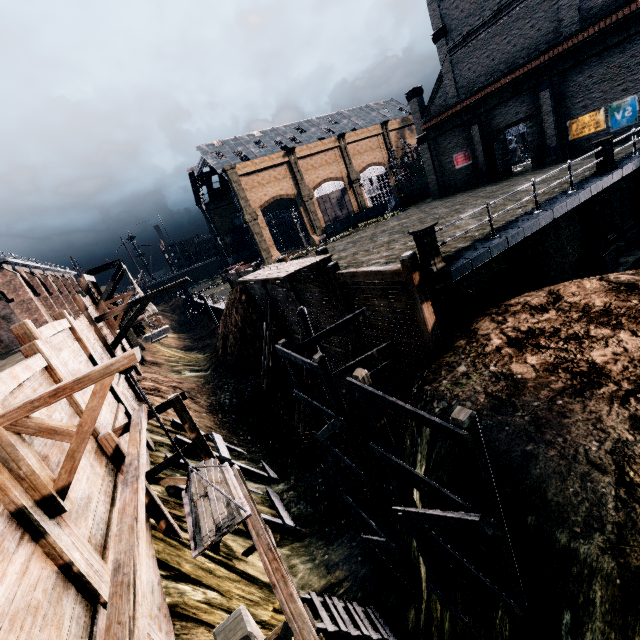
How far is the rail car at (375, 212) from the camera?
54.41m

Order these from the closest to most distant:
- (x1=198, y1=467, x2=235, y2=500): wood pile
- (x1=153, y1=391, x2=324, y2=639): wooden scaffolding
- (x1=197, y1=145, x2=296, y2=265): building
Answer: (x1=153, y1=391, x2=324, y2=639): wooden scaffolding < (x1=198, y1=467, x2=235, y2=500): wood pile < (x1=197, y1=145, x2=296, y2=265): building

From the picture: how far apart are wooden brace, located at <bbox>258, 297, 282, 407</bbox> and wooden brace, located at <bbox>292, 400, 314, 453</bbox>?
4.38m

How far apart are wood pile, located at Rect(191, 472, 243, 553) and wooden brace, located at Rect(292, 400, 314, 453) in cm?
1168

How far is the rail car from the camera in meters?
54.4

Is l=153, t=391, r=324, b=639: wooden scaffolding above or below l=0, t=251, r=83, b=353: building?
below

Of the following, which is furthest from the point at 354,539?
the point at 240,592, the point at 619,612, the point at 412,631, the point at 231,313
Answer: the point at 231,313

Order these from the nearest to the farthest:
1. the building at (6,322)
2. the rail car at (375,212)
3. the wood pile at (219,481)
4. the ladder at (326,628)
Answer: the wood pile at (219,481) → the ladder at (326,628) → the building at (6,322) → the rail car at (375,212)
